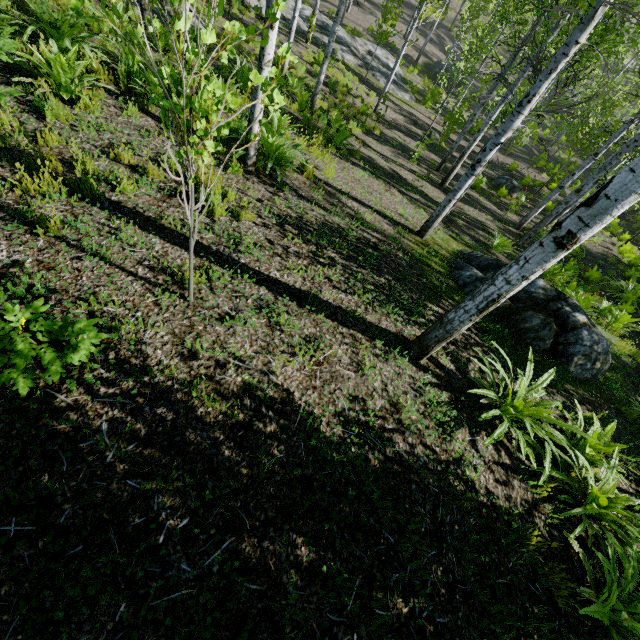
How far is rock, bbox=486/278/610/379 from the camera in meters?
5.6

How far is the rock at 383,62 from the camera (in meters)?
20.53

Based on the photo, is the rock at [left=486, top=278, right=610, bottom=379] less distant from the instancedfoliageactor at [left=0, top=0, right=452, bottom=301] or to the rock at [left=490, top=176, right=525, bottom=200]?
the instancedfoliageactor at [left=0, top=0, right=452, bottom=301]

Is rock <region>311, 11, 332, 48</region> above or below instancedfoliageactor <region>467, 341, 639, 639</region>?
below

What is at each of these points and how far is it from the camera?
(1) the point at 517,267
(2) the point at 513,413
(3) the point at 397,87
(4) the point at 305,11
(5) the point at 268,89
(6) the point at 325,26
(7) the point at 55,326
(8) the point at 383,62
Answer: (1) instancedfoliageactor, 2.77m
(2) instancedfoliageactor, 3.63m
(3) rock, 20.83m
(4) rock, 20.70m
(5) instancedfoliageactor, 1.64m
(6) rock, 20.70m
(7) instancedfoliageactor, 2.24m
(8) rock, 22.53m

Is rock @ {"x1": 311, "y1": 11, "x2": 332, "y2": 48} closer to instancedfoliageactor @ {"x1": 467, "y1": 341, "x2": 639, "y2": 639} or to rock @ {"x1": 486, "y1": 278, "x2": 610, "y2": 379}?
instancedfoliageactor @ {"x1": 467, "y1": 341, "x2": 639, "y2": 639}

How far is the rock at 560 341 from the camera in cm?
562
